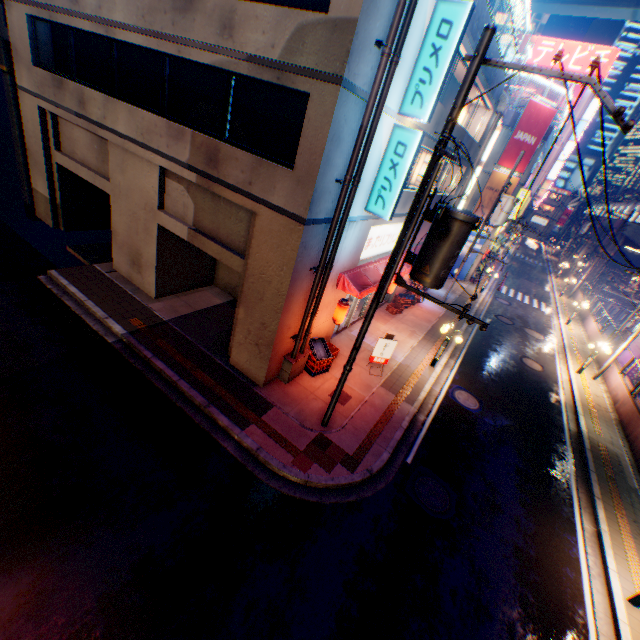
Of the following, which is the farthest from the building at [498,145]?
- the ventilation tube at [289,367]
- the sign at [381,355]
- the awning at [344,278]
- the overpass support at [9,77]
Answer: the overpass support at [9,77]

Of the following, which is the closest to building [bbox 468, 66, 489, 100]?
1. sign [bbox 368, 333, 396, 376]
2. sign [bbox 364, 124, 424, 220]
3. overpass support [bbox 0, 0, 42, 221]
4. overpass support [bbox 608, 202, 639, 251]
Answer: sign [bbox 364, 124, 424, 220]

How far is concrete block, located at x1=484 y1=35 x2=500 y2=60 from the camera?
12.6m

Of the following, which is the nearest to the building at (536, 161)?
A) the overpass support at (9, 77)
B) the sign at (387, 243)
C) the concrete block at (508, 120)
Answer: the concrete block at (508, 120)

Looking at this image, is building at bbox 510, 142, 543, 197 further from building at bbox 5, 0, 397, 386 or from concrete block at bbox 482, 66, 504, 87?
concrete block at bbox 482, 66, 504, 87

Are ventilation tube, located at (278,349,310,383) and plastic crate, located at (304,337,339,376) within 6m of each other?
yes

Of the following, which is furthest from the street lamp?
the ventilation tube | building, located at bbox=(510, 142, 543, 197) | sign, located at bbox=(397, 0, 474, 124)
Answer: building, located at bbox=(510, 142, 543, 197)

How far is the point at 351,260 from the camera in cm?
1179
